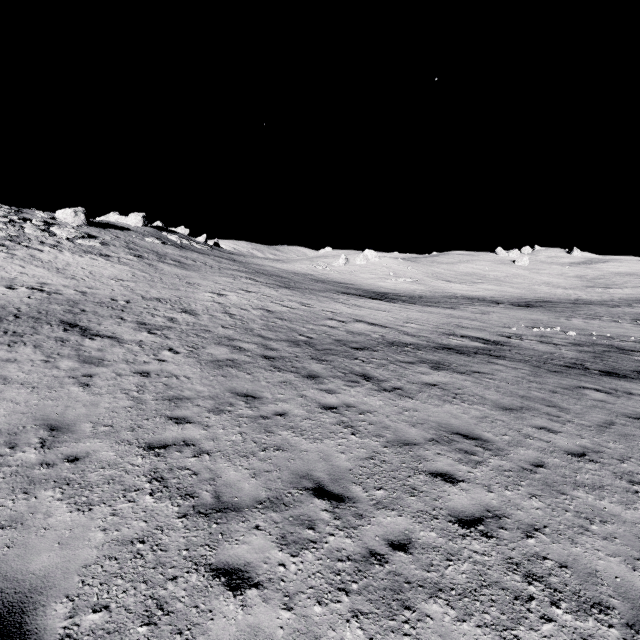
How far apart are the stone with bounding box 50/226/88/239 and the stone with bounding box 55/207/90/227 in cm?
609

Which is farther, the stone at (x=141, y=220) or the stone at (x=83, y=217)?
the stone at (x=141, y=220)

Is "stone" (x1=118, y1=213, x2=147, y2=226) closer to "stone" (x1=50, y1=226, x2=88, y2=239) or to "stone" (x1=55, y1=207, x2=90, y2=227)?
"stone" (x1=55, y1=207, x2=90, y2=227)

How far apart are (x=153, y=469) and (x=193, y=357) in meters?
5.9 m

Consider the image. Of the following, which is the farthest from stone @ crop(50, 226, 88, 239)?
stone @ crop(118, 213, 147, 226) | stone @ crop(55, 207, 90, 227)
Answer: stone @ crop(118, 213, 147, 226)

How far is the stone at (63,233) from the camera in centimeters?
3215cm
